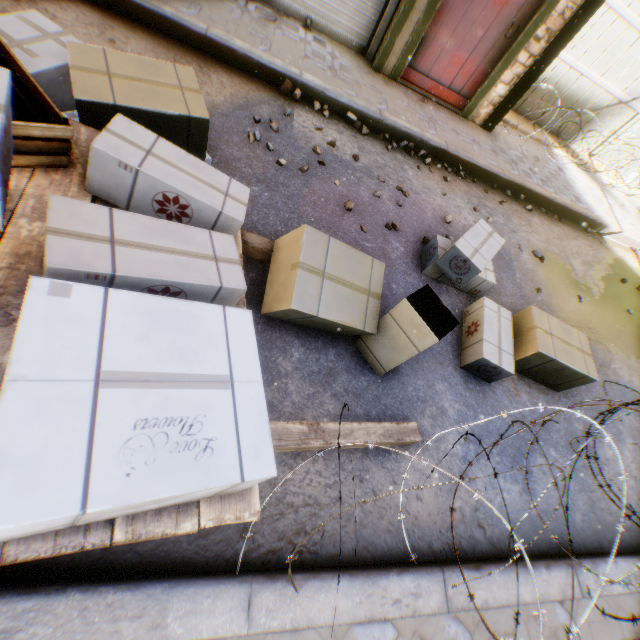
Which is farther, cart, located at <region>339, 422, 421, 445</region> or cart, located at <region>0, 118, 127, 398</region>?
cart, located at <region>339, 422, 421, 445</region>

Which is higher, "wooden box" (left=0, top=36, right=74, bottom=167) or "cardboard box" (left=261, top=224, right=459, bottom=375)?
"wooden box" (left=0, top=36, right=74, bottom=167)

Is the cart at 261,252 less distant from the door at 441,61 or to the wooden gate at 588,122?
the door at 441,61

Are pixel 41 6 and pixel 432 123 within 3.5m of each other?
no

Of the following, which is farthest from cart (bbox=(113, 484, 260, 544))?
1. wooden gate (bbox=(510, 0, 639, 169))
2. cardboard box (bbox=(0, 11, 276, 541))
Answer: wooden gate (bbox=(510, 0, 639, 169))

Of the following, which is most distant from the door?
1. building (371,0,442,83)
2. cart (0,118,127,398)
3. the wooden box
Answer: the wooden box

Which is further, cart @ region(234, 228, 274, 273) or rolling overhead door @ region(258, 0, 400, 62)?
rolling overhead door @ region(258, 0, 400, 62)

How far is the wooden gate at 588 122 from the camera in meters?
6.6
